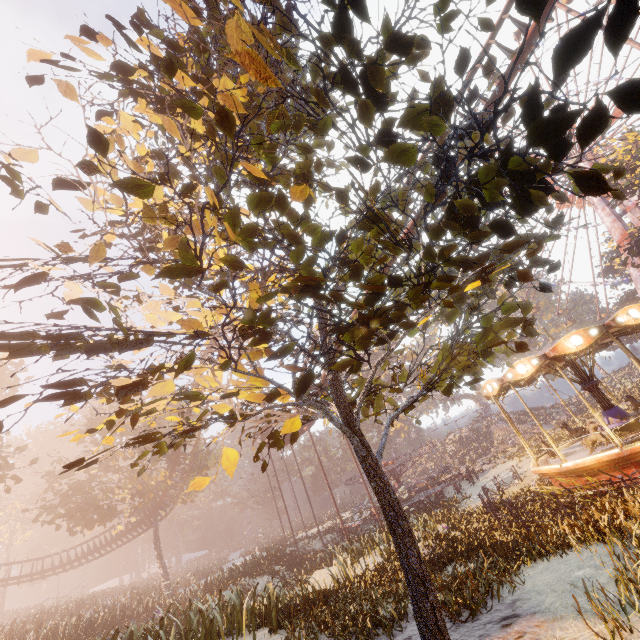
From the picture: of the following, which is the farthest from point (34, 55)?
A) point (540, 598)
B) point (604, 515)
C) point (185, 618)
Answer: point (185, 618)

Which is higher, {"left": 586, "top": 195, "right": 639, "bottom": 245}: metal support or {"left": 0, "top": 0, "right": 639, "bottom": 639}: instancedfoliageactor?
{"left": 586, "top": 195, "right": 639, "bottom": 245}: metal support

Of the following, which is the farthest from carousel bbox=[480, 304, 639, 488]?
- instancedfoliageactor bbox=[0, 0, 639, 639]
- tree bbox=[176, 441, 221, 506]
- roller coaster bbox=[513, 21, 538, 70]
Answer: tree bbox=[176, 441, 221, 506]

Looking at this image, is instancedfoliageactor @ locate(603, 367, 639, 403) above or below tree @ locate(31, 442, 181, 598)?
below

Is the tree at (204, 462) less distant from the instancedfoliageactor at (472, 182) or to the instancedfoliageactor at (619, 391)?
the instancedfoliageactor at (472, 182)

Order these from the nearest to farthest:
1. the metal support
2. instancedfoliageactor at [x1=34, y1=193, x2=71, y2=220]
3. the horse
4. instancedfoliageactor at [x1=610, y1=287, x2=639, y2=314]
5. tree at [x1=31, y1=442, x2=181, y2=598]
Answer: instancedfoliageactor at [x1=34, y1=193, x2=71, y2=220]
the horse
tree at [x1=31, y1=442, x2=181, y2=598]
the metal support
instancedfoliageactor at [x1=610, y1=287, x2=639, y2=314]

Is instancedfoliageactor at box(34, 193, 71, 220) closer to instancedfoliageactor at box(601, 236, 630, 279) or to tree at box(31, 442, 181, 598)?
instancedfoliageactor at box(601, 236, 630, 279)

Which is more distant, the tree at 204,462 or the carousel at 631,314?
the tree at 204,462
